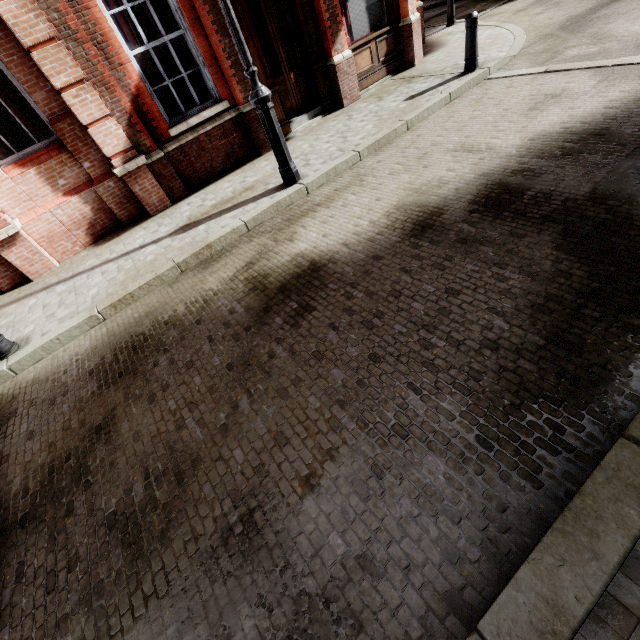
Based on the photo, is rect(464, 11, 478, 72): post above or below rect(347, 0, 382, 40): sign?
below

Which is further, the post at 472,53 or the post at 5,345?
the post at 472,53

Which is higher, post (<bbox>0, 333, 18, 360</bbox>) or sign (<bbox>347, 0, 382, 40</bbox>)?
sign (<bbox>347, 0, 382, 40</bbox>)

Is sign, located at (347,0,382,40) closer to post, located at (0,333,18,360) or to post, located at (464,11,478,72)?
post, located at (464,11,478,72)

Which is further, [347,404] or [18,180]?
[18,180]

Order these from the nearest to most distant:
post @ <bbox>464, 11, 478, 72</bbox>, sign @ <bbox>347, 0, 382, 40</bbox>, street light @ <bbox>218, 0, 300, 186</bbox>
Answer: street light @ <bbox>218, 0, 300, 186</bbox>, post @ <bbox>464, 11, 478, 72</bbox>, sign @ <bbox>347, 0, 382, 40</bbox>

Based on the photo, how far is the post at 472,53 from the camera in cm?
638

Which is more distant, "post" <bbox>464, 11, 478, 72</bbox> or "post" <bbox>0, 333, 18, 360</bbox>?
"post" <bbox>464, 11, 478, 72</bbox>
